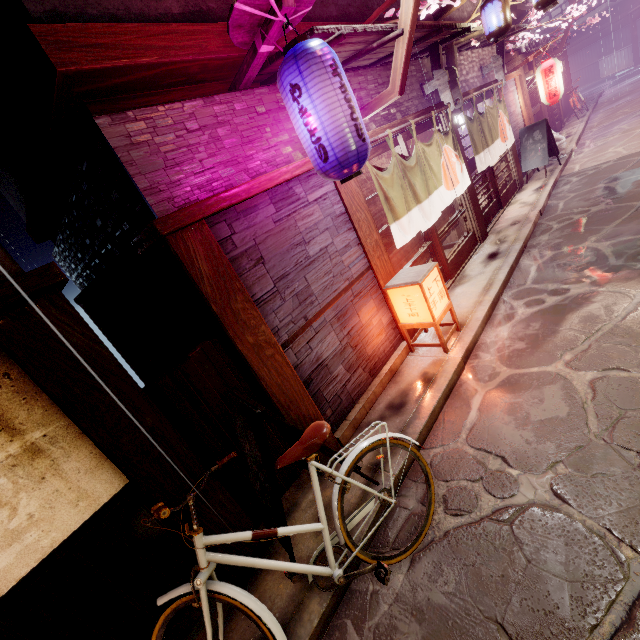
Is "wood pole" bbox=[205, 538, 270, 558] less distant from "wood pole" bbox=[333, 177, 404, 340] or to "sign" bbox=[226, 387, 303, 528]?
"sign" bbox=[226, 387, 303, 528]

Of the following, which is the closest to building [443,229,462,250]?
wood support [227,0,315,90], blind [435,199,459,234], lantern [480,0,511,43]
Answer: blind [435,199,459,234]

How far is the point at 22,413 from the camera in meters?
3.6 m

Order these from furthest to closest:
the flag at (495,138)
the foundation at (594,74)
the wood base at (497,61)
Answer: the foundation at (594,74) < the wood base at (497,61) < the flag at (495,138)

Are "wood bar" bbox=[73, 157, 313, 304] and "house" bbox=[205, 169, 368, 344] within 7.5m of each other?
yes

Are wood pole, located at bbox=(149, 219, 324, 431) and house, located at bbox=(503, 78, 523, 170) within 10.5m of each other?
no

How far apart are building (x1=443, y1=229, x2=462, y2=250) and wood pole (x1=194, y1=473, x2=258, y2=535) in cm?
1293

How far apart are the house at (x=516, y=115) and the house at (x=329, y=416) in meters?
15.1
